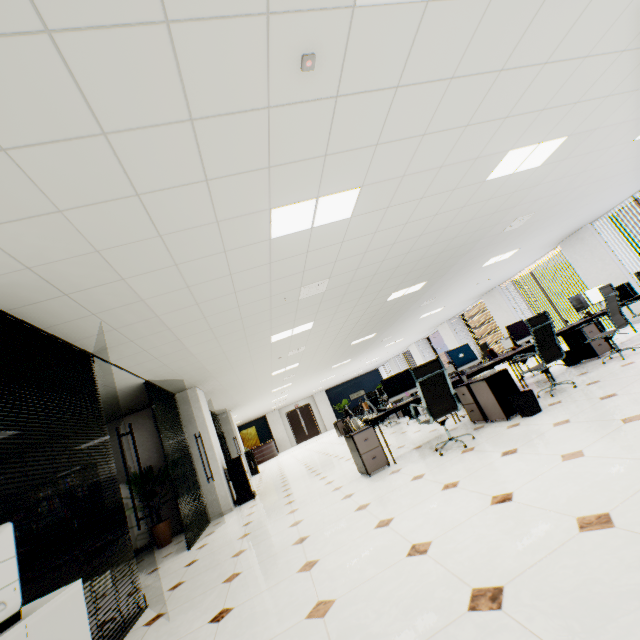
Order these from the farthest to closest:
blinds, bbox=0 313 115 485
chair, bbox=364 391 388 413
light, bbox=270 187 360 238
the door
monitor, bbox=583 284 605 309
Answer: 1. the door
2. chair, bbox=364 391 388 413
3. monitor, bbox=583 284 605 309
4. light, bbox=270 187 360 238
5. blinds, bbox=0 313 115 485

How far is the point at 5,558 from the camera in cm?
141

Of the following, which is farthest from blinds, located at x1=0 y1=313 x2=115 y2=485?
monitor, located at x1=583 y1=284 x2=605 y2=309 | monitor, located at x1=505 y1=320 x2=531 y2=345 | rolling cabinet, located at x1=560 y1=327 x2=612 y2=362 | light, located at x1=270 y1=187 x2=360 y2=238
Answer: monitor, located at x1=583 y1=284 x2=605 y2=309

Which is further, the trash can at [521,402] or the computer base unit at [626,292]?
the computer base unit at [626,292]

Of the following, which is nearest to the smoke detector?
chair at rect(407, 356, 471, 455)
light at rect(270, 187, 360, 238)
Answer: light at rect(270, 187, 360, 238)

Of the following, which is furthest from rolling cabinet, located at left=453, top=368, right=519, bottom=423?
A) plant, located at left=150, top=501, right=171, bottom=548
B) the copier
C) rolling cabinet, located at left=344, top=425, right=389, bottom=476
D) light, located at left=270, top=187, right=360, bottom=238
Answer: plant, located at left=150, top=501, right=171, bottom=548

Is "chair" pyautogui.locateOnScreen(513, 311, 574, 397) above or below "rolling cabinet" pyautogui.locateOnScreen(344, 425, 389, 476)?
above

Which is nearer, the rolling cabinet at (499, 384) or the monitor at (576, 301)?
the rolling cabinet at (499, 384)
